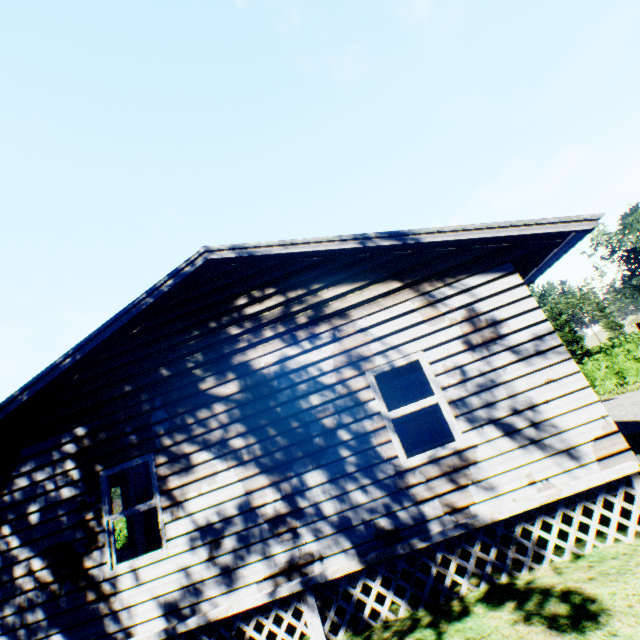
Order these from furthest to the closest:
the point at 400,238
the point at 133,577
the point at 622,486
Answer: the point at 400,238, the point at 133,577, the point at 622,486
